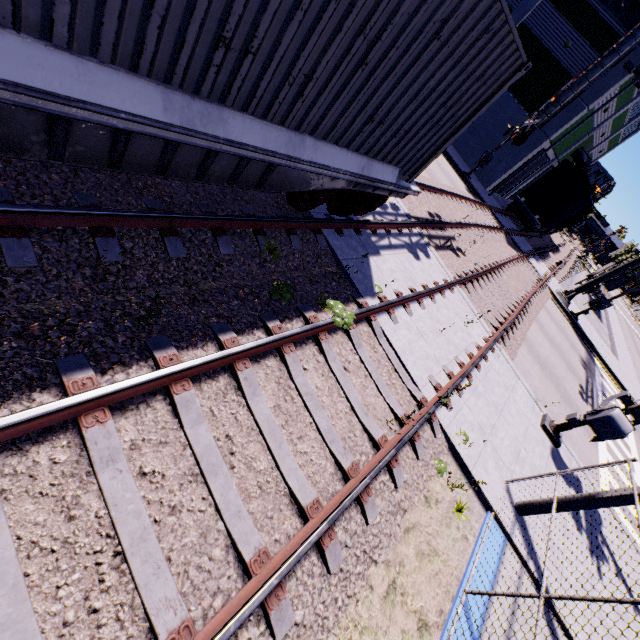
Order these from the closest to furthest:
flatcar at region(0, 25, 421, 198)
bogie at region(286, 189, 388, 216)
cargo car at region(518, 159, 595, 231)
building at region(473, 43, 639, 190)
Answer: flatcar at region(0, 25, 421, 198)
bogie at region(286, 189, 388, 216)
building at region(473, 43, 639, 190)
cargo car at region(518, 159, 595, 231)

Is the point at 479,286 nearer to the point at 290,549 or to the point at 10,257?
the point at 290,549

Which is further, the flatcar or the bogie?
the bogie

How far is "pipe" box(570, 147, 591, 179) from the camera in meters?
30.7

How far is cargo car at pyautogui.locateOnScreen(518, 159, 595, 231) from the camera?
22.52m

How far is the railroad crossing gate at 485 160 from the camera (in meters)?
19.28

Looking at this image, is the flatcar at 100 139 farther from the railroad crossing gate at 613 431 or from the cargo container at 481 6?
the railroad crossing gate at 613 431

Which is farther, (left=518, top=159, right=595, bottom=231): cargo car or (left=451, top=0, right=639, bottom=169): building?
(left=518, top=159, right=595, bottom=231): cargo car
